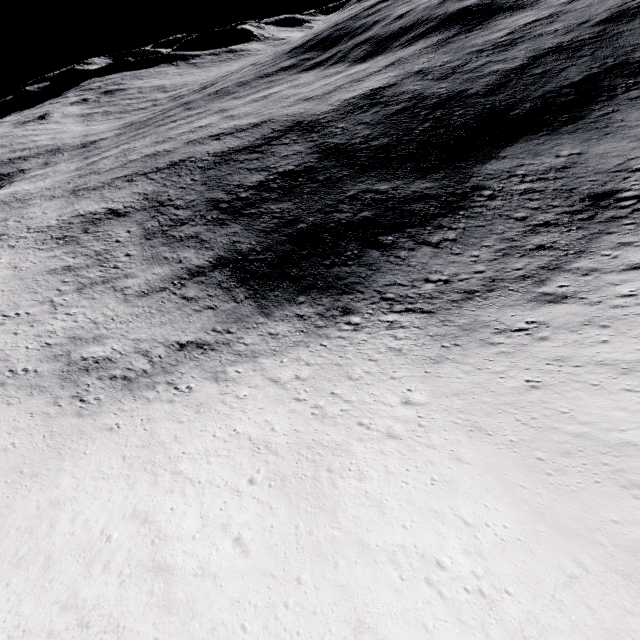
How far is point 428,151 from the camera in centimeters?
4803cm
